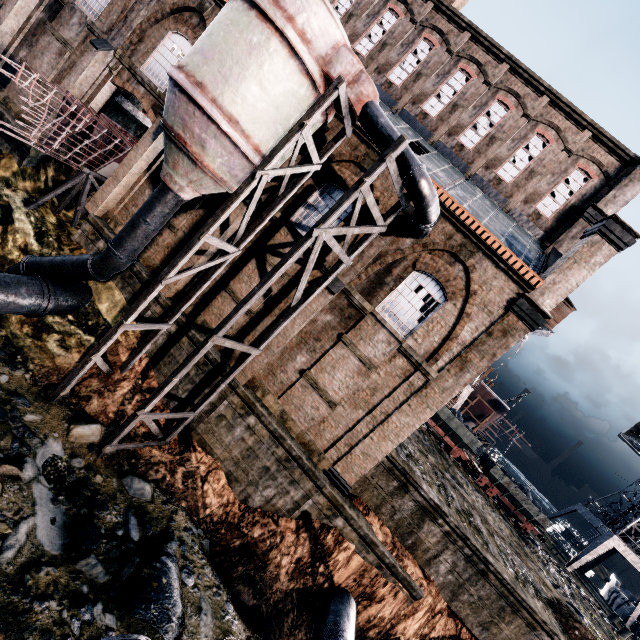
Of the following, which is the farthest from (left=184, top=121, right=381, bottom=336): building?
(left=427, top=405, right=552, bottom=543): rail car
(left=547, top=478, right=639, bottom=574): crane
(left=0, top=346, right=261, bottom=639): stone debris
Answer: (left=547, top=478, right=639, bottom=574): crane

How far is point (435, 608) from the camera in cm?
1454

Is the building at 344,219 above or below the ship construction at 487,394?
below

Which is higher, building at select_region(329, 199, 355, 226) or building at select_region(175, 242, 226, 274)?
building at select_region(329, 199, 355, 226)

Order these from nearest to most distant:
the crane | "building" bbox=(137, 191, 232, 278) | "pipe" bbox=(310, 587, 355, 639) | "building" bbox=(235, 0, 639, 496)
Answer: "pipe" bbox=(310, 587, 355, 639), "building" bbox=(235, 0, 639, 496), "building" bbox=(137, 191, 232, 278), the crane

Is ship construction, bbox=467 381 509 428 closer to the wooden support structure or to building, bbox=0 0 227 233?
building, bbox=0 0 227 233

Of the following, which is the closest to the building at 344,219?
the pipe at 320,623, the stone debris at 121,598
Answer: the pipe at 320,623

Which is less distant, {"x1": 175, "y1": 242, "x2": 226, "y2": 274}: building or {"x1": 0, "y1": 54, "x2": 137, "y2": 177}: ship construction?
{"x1": 0, "y1": 54, "x2": 137, "y2": 177}: ship construction
